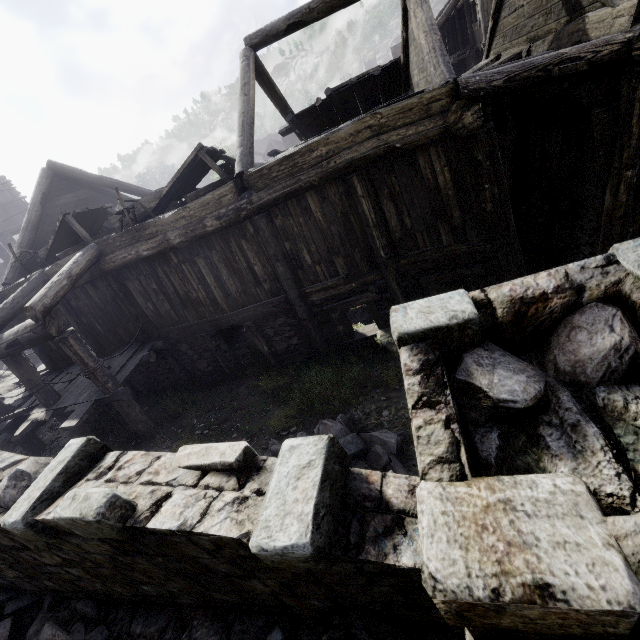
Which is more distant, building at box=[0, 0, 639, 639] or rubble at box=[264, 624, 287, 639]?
rubble at box=[264, 624, 287, 639]

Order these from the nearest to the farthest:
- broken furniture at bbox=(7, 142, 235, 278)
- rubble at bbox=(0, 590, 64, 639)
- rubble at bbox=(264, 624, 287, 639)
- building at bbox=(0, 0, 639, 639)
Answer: building at bbox=(0, 0, 639, 639)
rubble at bbox=(264, 624, 287, 639)
rubble at bbox=(0, 590, 64, 639)
broken furniture at bbox=(7, 142, 235, 278)

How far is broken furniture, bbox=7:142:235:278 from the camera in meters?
7.9

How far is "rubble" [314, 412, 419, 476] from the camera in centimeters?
516cm

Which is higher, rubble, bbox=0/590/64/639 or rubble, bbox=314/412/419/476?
rubble, bbox=0/590/64/639

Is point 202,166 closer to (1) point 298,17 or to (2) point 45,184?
(1) point 298,17

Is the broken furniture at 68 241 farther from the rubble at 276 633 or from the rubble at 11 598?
the rubble at 276 633

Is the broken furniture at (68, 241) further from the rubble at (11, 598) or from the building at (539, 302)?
the rubble at (11, 598)
